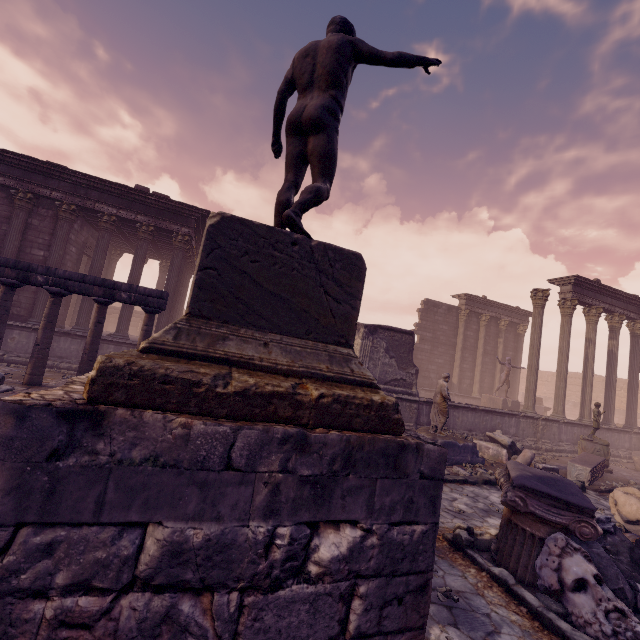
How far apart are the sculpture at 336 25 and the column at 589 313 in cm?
1678

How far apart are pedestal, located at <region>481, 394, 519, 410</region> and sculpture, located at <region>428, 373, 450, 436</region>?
8.4 meters

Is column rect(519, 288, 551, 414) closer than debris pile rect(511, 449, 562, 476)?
No

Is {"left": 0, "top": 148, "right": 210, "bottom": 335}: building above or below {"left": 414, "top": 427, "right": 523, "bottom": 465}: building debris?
above

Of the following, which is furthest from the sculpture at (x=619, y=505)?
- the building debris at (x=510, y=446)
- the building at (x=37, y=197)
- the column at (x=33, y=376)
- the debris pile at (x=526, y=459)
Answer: the column at (x=33, y=376)

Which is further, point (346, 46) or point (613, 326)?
point (613, 326)

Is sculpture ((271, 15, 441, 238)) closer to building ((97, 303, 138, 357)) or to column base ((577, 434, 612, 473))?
building ((97, 303, 138, 357))

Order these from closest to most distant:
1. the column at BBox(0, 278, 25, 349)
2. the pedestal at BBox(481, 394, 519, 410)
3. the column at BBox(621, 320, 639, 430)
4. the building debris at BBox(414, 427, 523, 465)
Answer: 1. the column at BBox(0, 278, 25, 349)
2. the building debris at BBox(414, 427, 523, 465)
3. the column at BBox(621, 320, 639, 430)
4. the pedestal at BBox(481, 394, 519, 410)
